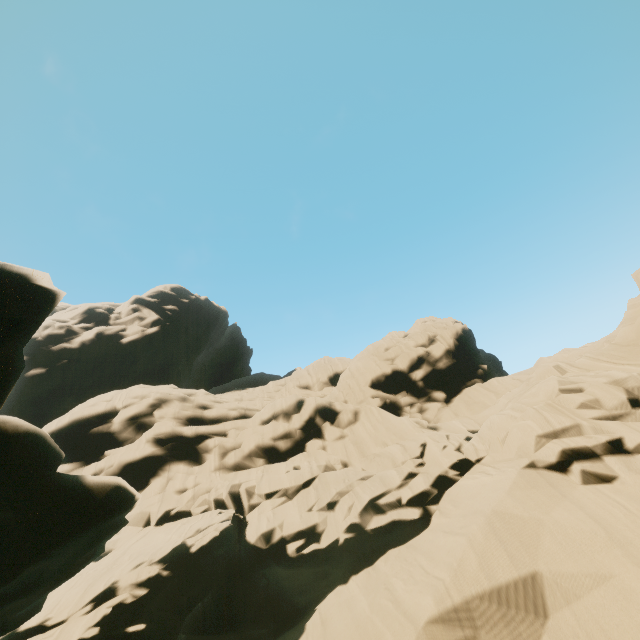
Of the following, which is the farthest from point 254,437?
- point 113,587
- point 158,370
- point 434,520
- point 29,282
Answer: point 158,370
